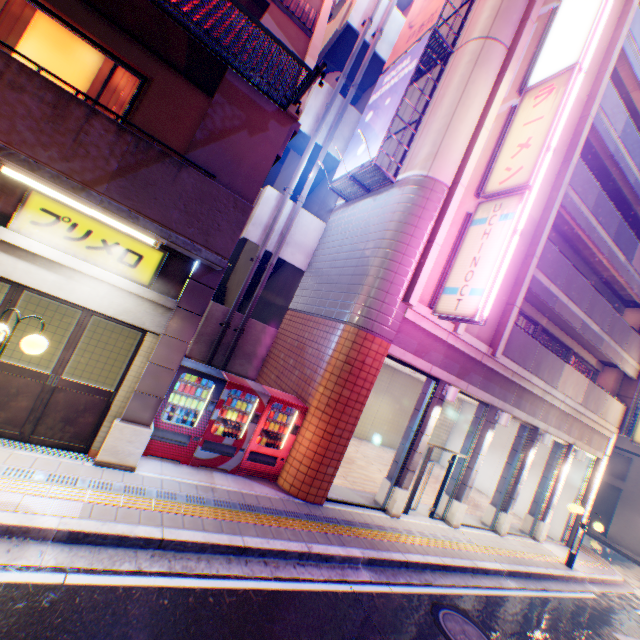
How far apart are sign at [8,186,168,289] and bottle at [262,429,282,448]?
4.49m

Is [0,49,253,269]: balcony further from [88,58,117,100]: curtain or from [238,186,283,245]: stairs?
[238,186,283,245]: stairs

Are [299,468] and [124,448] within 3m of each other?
no

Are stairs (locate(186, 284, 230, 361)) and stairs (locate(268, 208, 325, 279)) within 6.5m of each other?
yes

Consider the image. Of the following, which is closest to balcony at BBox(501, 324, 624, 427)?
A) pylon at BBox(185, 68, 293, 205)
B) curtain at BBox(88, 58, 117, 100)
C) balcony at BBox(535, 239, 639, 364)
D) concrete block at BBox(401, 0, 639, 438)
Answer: concrete block at BBox(401, 0, 639, 438)

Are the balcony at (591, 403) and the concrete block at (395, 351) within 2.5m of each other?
yes

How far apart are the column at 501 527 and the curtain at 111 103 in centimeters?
1551cm

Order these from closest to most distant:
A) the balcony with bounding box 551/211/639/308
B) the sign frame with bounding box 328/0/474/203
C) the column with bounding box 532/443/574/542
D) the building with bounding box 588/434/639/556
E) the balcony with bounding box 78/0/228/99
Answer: the balcony with bounding box 78/0/228/99 → the sign frame with bounding box 328/0/474/203 → the balcony with bounding box 551/211/639/308 → the column with bounding box 532/443/574/542 → the building with bounding box 588/434/639/556
